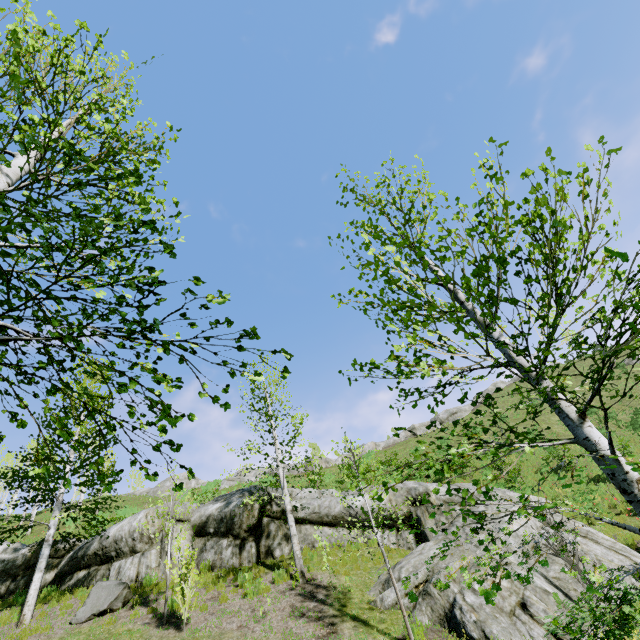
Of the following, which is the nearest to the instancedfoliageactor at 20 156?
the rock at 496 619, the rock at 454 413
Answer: the rock at 496 619

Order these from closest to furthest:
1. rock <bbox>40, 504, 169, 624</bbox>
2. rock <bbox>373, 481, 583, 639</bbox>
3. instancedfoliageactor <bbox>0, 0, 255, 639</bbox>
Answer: instancedfoliageactor <bbox>0, 0, 255, 639</bbox> → rock <bbox>373, 481, 583, 639</bbox> → rock <bbox>40, 504, 169, 624</bbox>

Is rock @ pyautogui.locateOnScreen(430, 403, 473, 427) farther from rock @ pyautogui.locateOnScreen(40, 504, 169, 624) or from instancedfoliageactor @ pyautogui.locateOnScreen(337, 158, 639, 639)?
instancedfoliageactor @ pyautogui.locateOnScreen(337, 158, 639, 639)

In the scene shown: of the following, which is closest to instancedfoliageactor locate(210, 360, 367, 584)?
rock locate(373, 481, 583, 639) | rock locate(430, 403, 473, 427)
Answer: rock locate(373, 481, 583, 639)

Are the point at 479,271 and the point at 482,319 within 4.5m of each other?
yes

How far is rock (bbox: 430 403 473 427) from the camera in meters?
46.4
